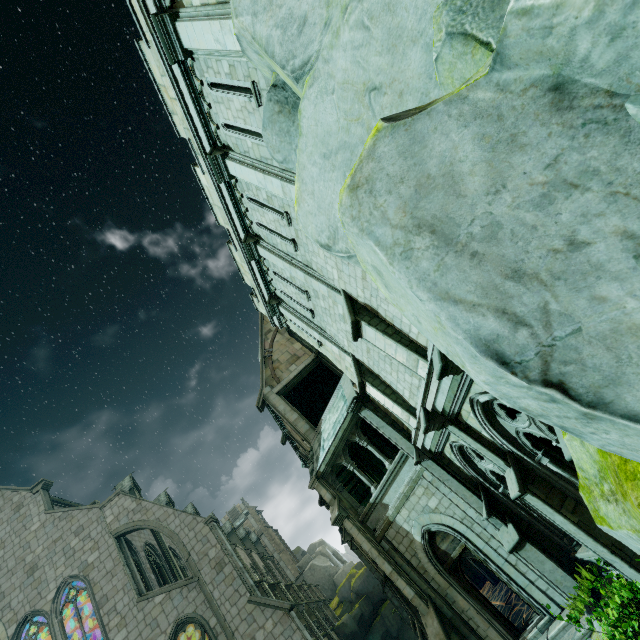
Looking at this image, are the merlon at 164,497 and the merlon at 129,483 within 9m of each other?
yes

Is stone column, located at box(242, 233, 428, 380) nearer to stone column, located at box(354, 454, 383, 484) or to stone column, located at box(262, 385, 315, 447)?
stone column, located at box(262, 385, 315, 447)

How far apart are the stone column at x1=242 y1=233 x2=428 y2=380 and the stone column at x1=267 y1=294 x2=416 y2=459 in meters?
2.2 m

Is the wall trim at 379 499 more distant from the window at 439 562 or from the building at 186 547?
the building at 186 547

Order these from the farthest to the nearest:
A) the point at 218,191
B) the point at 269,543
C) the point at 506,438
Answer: the point at 269,543 < the point at 218,191 < the point at 506,438

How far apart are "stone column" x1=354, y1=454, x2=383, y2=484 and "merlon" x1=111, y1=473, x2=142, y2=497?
17.53m

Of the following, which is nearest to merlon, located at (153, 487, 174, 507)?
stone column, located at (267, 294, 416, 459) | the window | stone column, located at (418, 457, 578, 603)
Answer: the window

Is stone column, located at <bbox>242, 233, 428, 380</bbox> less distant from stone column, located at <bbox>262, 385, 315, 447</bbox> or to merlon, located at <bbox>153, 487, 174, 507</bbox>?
stone column, located at <bbox>262, 385, 315, 447</bbox>
